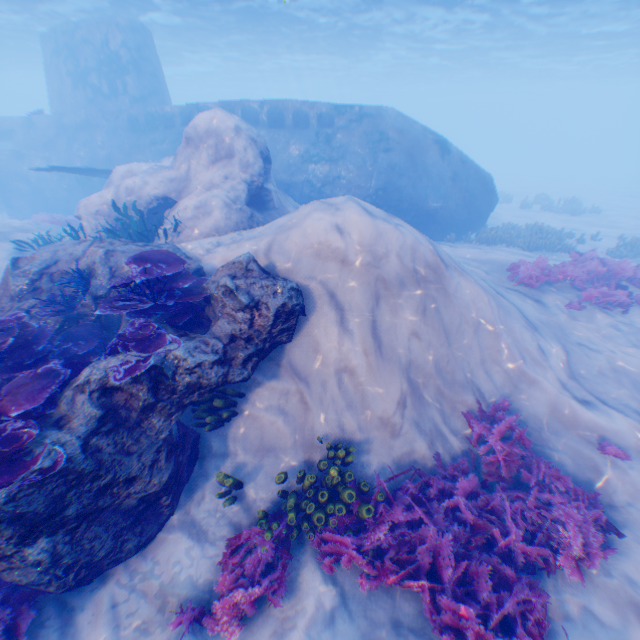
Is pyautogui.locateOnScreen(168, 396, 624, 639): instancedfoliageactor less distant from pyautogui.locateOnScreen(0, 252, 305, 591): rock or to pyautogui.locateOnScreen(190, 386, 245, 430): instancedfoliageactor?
pyautogui.locateOnScreen(0, 252, 305, 591): rock

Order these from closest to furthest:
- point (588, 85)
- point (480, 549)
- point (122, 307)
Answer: point (480, 549)
point (122, 307)
point (588, 85)

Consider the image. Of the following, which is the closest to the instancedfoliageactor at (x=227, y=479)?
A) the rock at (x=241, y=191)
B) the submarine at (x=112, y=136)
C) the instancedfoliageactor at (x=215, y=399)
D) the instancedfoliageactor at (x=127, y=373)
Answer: the rock at (x=241, y=191)

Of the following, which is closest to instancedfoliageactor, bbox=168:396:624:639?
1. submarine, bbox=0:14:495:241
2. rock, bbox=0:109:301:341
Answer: rock, bbox=0:109:301:341

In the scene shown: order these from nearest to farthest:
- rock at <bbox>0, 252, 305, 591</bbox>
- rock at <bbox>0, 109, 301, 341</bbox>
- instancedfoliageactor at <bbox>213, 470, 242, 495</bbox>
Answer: rock at <bbox>0, 252, 305, 591</bbox> → instancedfoliageactor at <bbox>213, 470, 242, 495</bbox> → rock at <bbox>0, 109, 301, 341</bbox>

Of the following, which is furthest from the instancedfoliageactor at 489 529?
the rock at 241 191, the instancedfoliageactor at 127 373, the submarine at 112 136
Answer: the submarine at 112 136

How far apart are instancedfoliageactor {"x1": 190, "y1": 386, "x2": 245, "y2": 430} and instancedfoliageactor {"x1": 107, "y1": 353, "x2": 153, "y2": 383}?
1.05m

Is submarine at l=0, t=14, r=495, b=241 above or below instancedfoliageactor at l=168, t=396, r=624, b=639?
above
